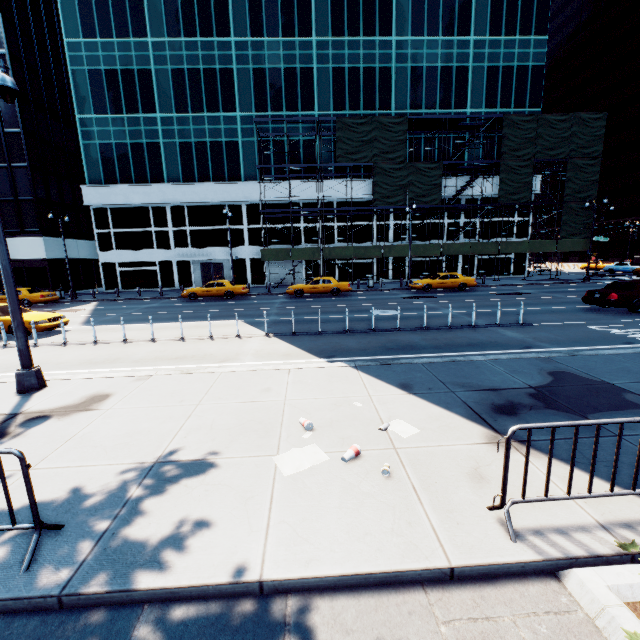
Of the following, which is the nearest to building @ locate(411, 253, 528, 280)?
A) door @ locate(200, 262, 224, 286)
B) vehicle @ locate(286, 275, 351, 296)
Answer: door @ locate(200, 262, 224, 286)

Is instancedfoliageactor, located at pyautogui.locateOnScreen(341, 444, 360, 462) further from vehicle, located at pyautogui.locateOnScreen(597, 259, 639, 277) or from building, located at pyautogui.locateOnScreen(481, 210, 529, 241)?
vehicle, located at pyautogui.locateOnScreen(597, 259, 639, 277)

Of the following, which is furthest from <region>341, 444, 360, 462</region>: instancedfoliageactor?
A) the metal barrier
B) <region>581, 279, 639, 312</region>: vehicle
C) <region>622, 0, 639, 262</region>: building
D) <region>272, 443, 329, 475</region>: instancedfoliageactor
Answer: <region>622, 0, 639, 262</region>: building

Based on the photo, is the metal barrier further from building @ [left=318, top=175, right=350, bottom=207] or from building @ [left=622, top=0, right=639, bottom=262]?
building @ [left=622, top=0, right=639, bottom=262]

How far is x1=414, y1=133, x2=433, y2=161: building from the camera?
33.91m

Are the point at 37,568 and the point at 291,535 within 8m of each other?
yes

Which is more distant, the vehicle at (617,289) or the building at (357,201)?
the building at (357,201)

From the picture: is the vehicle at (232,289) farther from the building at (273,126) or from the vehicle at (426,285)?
the vehicle at (426,285)
